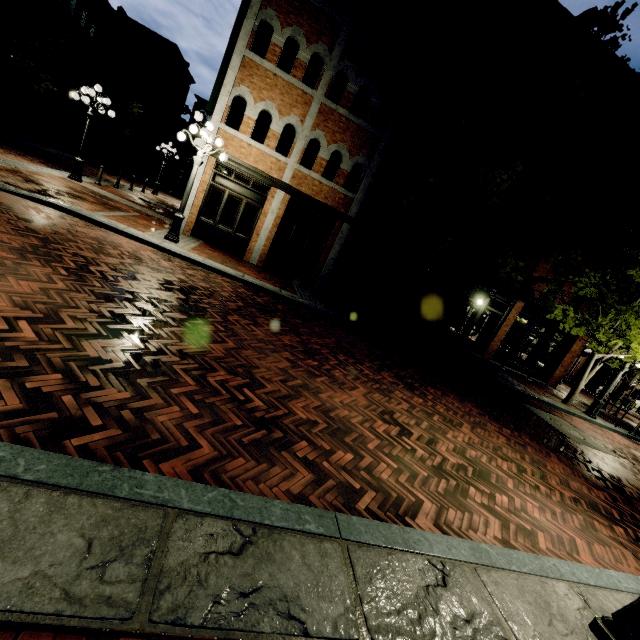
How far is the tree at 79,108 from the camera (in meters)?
24.20

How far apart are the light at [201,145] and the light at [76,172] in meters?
5.9 m

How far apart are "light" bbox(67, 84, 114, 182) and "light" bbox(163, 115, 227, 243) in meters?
5.9 m

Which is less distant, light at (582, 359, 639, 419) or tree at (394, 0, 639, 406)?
tree at (394, 0, 639, 406)

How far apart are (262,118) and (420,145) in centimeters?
683cm

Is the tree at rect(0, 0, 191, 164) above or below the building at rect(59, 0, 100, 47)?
below

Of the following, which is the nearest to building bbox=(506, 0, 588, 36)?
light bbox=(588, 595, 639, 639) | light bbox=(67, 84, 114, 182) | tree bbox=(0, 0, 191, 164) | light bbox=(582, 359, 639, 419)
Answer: tree bbox=(0, 0, 191, 164)

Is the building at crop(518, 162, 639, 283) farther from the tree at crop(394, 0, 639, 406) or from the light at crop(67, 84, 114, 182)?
the light at crop(67, 84, 114, 182)
